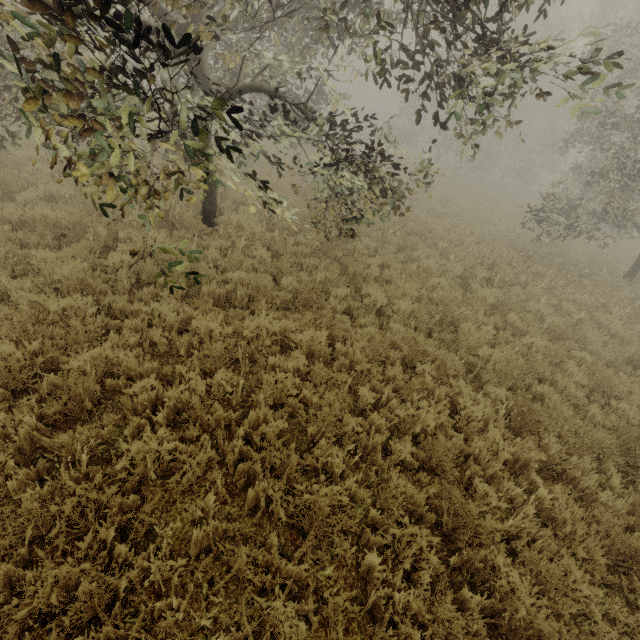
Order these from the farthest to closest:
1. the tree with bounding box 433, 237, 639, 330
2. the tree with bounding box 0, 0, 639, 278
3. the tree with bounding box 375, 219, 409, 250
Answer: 1. the tree with bounding box 375, 219, 409, 250
2. the tree with bounding box 433, 237, 639, 330
3. the tree with bounding box 0, 0, 639, 278

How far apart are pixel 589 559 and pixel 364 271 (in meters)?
6.38

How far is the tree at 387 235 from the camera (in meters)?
10.74

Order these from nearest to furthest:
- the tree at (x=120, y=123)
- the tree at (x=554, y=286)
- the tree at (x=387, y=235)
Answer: the tree at (x=120, y=123), the tree at (x=554, y=286), the tree at (x=387, y=235)

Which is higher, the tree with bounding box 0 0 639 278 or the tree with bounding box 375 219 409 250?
the tree with bounding box 0 0 639 278

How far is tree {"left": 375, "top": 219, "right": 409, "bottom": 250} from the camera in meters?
10.7 m

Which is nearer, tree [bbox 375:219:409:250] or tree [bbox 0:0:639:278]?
tree [bbox 0:0:639:278]

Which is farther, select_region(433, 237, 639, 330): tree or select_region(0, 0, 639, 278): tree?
select_region(433, 237, 639, 330): tree
